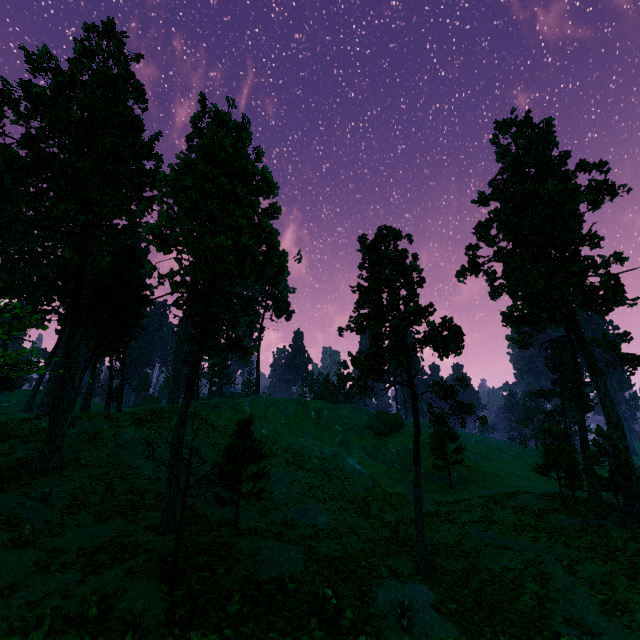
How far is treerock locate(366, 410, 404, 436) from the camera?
49.22m

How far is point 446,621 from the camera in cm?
1164

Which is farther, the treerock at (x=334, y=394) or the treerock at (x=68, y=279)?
the treerock at (x=334, y=394)

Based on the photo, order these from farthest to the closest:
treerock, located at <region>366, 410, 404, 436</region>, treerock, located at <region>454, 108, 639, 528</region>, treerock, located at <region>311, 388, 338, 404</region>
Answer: treerock, located at <region>311, 388, 338, 404</region> → treerock, located at <region>366, 410, 404, 436</region> → treerock, located at <region>454, 108, 639, 528</region>

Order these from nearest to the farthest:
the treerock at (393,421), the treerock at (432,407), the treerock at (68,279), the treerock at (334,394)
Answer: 1. the treerock at (68,279)
2. the treerock at (432,407)
3. the treerock at (393,421)
4. the treerock at (334,394)

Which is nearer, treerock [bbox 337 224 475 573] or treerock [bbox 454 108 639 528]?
treerock [bbox 337 224 475 573]
